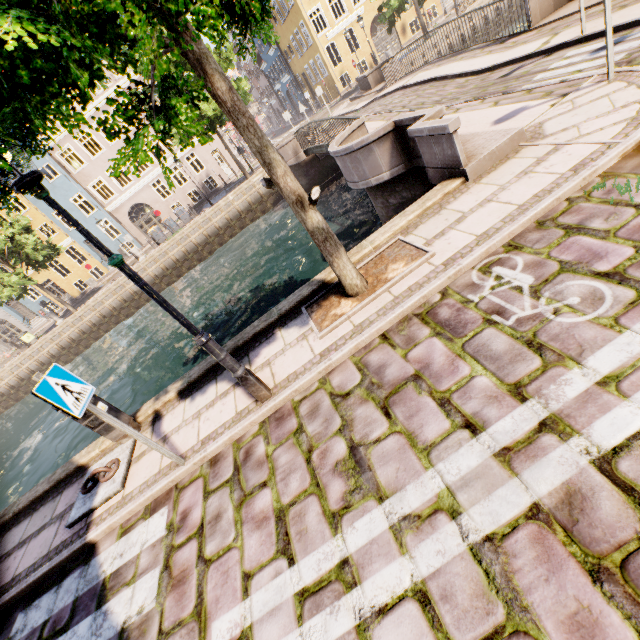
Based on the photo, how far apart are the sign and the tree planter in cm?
272

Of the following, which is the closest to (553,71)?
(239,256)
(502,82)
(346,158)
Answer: (502,82)

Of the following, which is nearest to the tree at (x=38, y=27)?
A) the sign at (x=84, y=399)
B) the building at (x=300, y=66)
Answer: the sign at (x=84, y=399)

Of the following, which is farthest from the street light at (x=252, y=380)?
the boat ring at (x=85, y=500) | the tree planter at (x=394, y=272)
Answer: the boat ring at (x=85, y=500)

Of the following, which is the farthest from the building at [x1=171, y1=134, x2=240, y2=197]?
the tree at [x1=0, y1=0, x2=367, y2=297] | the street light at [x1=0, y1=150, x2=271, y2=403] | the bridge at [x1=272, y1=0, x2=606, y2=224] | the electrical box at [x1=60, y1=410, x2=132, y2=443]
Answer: the street light at [x1=0, y1=150, x2=271, y2=403]

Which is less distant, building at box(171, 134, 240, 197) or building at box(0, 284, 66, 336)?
building at box(171, 134, 240, 197)

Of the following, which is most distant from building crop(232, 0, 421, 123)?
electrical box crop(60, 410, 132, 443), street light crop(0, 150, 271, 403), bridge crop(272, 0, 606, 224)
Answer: street light crop(0, 150, 271, 403)

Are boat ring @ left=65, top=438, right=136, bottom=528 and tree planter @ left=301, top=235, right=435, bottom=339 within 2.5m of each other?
no
